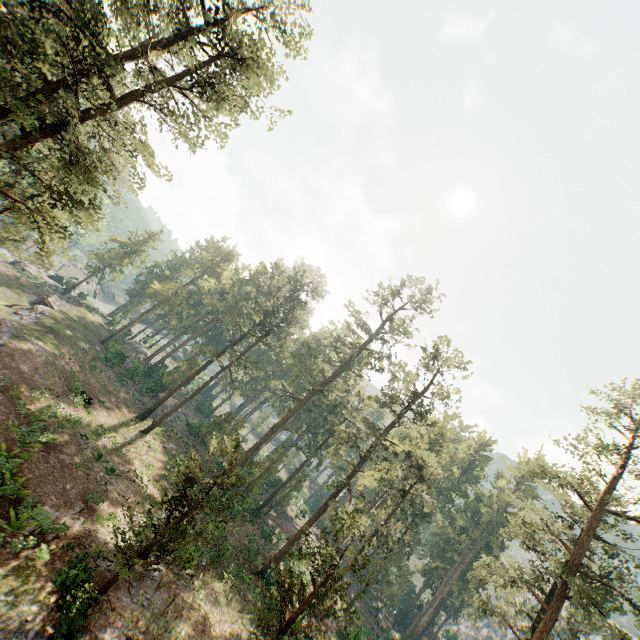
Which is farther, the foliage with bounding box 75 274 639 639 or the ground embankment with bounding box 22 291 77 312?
the ground embankment with bounding box 22 291 77 312

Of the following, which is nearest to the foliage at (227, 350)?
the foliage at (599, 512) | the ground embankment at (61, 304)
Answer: the foliage at (599, 512)

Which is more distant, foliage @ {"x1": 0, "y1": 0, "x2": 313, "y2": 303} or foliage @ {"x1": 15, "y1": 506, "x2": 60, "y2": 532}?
foliage @ {"x1": 15, "y1": 506, "x2": 60, "y2": 532}

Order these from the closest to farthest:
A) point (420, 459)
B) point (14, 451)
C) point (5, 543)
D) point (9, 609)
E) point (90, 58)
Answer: point (9, 609)
point (90, 58)
point (5, 543)
point (14, 451)
point (420, 459)

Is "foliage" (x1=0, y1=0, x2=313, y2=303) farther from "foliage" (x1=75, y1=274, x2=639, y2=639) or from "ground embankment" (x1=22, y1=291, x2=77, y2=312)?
"ground embankment" (x1=22, y1=291, x2=77, y2=312)

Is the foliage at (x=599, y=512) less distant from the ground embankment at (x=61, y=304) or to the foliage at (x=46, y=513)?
the foliage at (x=46, y=513)
